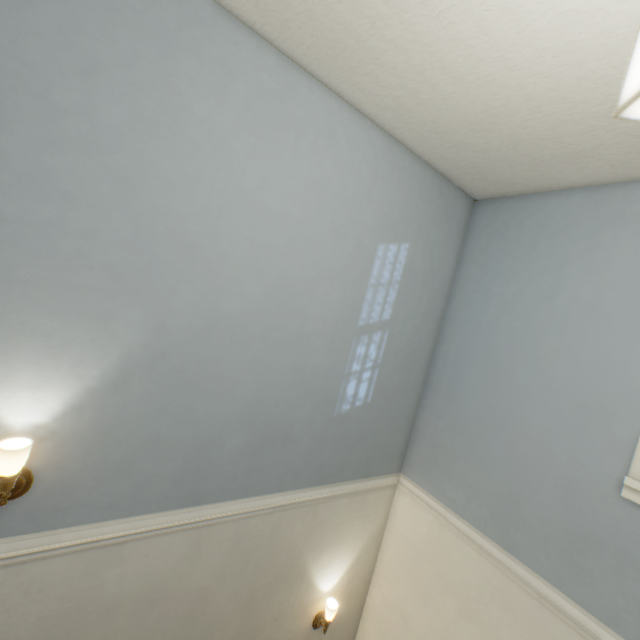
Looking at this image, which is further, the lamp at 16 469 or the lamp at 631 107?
the lamp at 16 469

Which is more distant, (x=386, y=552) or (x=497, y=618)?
(x=386, y=552)

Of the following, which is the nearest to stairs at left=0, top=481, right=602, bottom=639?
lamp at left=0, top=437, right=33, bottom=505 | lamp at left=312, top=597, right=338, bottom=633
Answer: lamp at left=0, top=437, right=33, bottom=505

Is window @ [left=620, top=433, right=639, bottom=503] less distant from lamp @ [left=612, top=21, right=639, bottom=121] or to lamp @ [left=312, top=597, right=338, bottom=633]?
lamp @ [left=612, top=21, right=639, bottom=121]

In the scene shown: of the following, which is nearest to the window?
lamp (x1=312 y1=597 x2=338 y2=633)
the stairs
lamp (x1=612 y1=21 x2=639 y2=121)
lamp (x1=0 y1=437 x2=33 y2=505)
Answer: the stairs

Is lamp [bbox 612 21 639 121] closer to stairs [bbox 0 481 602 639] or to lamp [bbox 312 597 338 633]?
stairs [bbox 0 481 602 639]

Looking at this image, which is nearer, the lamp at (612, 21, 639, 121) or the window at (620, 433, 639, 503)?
the lamp at (612, 21, 639, 121)

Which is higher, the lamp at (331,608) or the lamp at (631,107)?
the lamp at (631,107)
